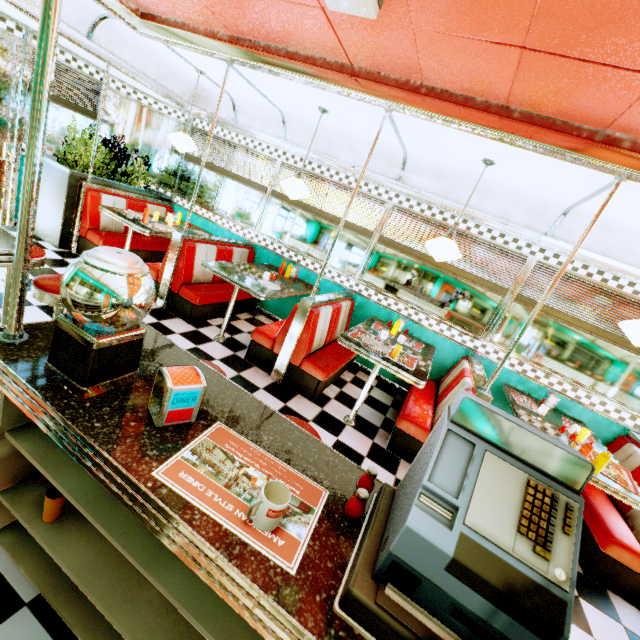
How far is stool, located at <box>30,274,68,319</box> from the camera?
2.2 meters

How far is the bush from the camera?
4.8 meters

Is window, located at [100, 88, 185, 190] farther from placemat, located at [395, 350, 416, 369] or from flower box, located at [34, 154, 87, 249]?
placemat, located at [395, 350, 416, 369]

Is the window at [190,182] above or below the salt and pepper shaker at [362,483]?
above

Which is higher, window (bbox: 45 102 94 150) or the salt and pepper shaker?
window (bbox: 45 102 94 150)

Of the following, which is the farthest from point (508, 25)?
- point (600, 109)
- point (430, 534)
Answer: point (430, 534)

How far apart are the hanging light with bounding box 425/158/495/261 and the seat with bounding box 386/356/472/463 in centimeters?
131cm

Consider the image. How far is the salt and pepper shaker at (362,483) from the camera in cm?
101
